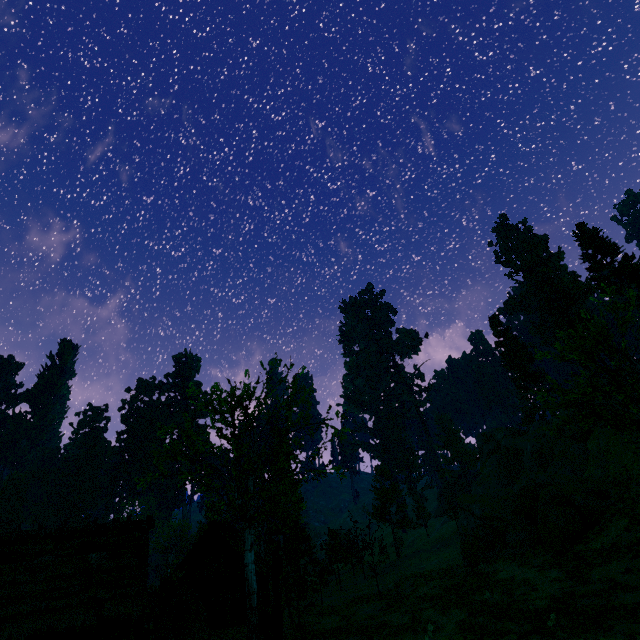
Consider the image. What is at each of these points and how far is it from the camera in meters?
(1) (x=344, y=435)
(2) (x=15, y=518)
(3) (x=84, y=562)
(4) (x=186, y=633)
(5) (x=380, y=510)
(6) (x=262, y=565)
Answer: (1) treerock, 23.1
(2) treerock, 58.9
(3) building, 18.8
(4) hay bale, 18.1
(5) treerock, 44.2
(6) building, 33.8

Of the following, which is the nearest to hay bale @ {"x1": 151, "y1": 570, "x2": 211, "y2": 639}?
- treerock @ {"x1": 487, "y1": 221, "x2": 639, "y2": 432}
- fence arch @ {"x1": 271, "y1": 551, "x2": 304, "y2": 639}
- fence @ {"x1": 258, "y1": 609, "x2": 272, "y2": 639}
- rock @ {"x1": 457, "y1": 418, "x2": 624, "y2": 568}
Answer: fence @ {"x1": 258, "y1": 609, "x2": 272, "y2": 639}

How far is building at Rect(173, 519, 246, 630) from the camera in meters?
27.9 m

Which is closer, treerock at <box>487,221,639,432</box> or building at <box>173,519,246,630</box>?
treerock at <box>487,221,639,432</box>

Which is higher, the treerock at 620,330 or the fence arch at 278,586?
the treerock at 620,330

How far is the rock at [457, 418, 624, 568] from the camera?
22.2 meters

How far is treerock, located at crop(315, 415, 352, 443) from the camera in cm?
2300

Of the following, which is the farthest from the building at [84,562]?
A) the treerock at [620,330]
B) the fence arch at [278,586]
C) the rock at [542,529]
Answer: the rock at [542,529]
